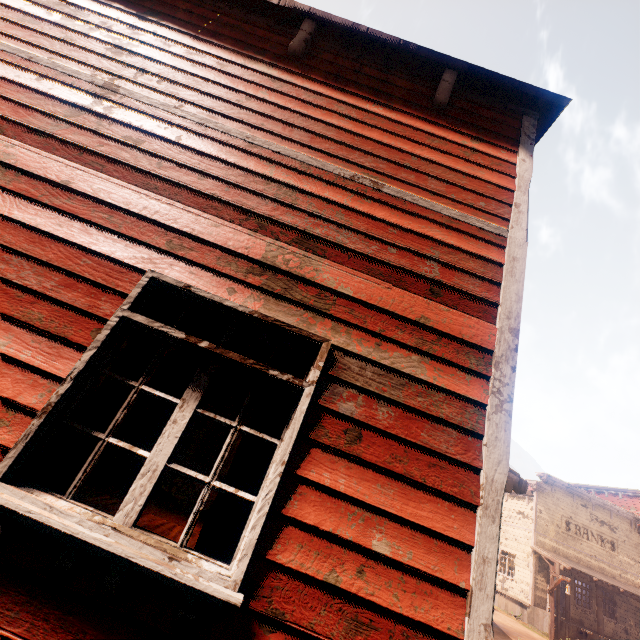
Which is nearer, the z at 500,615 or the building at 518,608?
the building at 518,608

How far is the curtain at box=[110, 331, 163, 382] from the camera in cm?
217

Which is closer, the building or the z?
the building

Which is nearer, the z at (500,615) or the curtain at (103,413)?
the curtain at (103,413)

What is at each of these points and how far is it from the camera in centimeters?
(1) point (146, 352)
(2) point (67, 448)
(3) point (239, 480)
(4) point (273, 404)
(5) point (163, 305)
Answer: (1) curtain, 225cm
(2) curtain, 195cm
(3) curtain, 198cm
(4) curtain, 221cm
(5) curtain, 243cm

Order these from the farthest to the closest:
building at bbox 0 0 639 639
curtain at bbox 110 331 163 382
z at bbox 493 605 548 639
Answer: z at bbox 493 605 548 639 < curtain at bbox 110 331 163 382 < building at bbox 0 0 639 639
